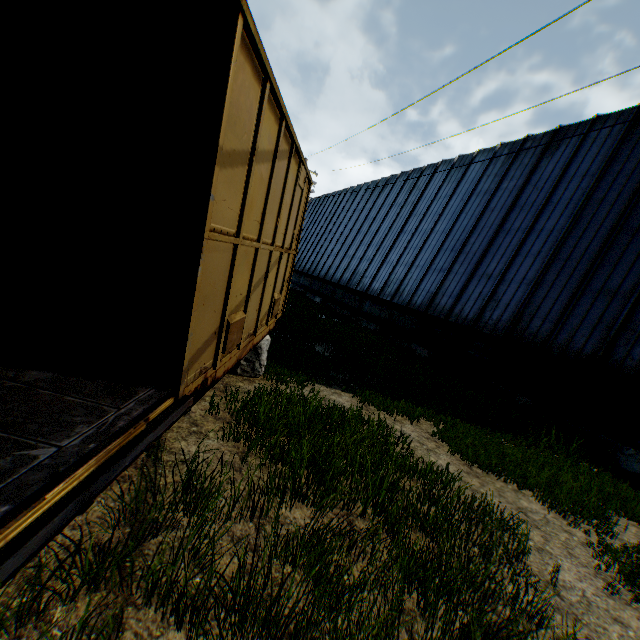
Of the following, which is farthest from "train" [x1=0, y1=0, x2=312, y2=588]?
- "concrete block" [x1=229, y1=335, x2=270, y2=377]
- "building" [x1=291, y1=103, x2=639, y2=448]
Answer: "building" [x1=291, y1=103, x2=639, y2=448]

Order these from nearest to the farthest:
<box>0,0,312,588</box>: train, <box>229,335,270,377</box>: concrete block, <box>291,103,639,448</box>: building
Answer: <box>0,0,312,588</box>: train
<box>229,335,270,377</box>: concrete block
<box>291,103,639,448</box>: building

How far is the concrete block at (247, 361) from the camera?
6.3 meters

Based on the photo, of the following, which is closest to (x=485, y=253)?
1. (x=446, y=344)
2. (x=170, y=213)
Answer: (x=446, y=344)

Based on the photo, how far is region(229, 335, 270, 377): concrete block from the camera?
6.28m

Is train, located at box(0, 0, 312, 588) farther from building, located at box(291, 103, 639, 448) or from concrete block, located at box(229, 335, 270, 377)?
building, located at box(291, 103, 639, 448)

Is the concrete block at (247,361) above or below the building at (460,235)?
below

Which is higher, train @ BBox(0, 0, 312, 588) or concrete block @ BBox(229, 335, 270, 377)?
train @ BBox(0, 0, 312, 588)
